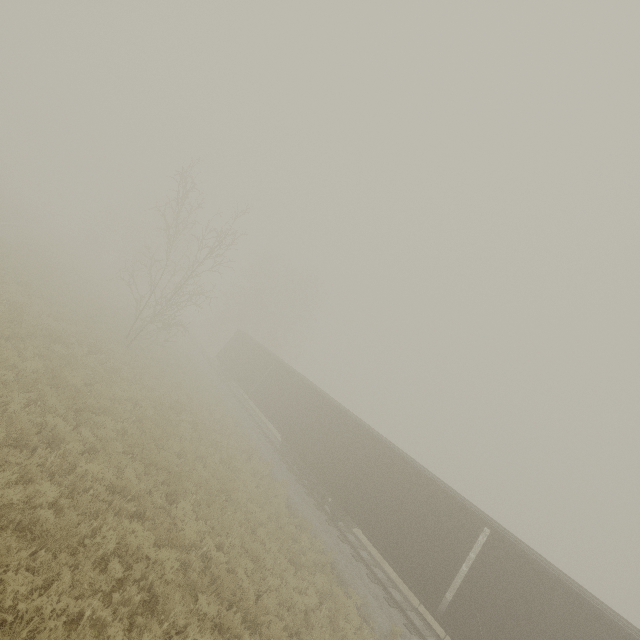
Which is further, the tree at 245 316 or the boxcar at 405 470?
the tree at 245 316

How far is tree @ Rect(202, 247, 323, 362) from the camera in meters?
44.6 m

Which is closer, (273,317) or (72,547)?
(72,547)

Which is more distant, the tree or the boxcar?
the tree

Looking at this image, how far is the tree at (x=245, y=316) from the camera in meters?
44.6
